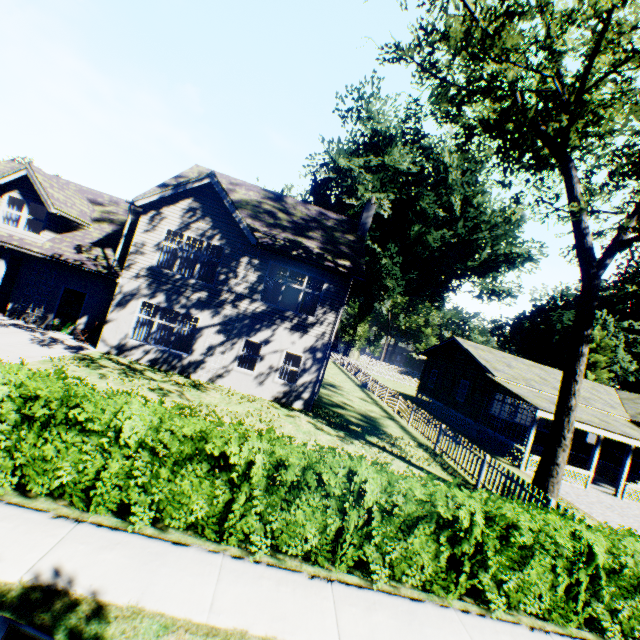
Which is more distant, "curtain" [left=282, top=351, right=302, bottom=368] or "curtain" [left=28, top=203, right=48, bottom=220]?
"curtain" [left=282, top=351, right=302, bottom=368]

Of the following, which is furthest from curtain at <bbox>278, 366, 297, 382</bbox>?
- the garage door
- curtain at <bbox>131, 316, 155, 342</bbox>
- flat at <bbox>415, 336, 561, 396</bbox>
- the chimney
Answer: flat at <bbox>415, 336, 561, 396</bbox>

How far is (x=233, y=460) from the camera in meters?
5.0 m

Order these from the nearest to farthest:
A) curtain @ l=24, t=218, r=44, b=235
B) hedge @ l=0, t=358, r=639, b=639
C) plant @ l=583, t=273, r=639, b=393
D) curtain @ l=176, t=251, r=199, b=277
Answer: hedge @ l=0, t=358, r=639, b=639 → curtain @ l=24, t=218, r=44, b=235 → curtain @ l=176, t=251, r=199, b=277 → plant @ l=583, t=273, r=639, b=393

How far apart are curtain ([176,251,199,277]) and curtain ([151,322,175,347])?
2.2 meters

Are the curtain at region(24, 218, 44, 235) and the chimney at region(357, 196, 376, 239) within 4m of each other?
no

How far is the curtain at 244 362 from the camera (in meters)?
15.44

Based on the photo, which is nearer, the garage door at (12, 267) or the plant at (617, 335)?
the garage door at (12, 267)
